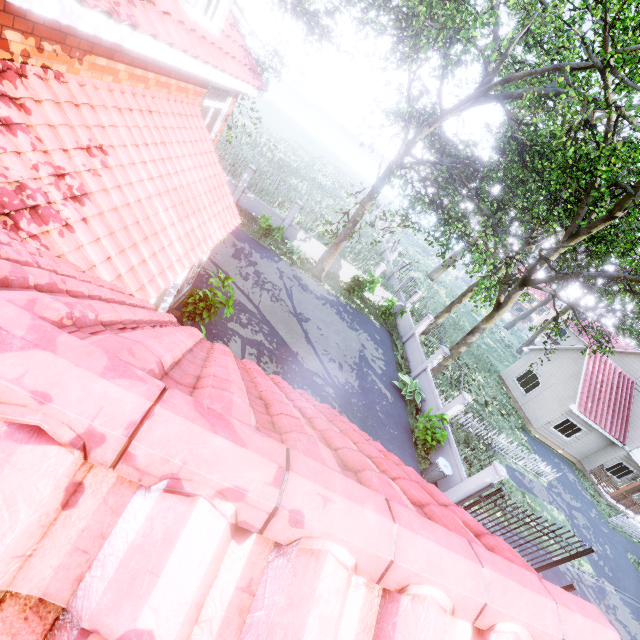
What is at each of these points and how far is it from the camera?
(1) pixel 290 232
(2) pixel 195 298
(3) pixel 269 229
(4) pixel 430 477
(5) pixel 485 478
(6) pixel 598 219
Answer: (1) fence, 20.23m
(2) plant, 9.07m
(3) plant, 17.81m
(4) trash can, 11.59m
(5) fence, 10.48m
(6) tree, 13.27m

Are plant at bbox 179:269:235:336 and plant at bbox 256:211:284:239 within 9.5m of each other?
yes

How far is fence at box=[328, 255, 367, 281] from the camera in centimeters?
2098cm

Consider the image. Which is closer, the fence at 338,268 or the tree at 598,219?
the tree at 598,219

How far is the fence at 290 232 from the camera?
18.9 meters

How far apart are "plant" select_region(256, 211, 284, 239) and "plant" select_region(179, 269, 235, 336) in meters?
8.5 m

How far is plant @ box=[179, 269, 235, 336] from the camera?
8.8m

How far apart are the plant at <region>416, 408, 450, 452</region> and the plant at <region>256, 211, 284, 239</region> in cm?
1200
